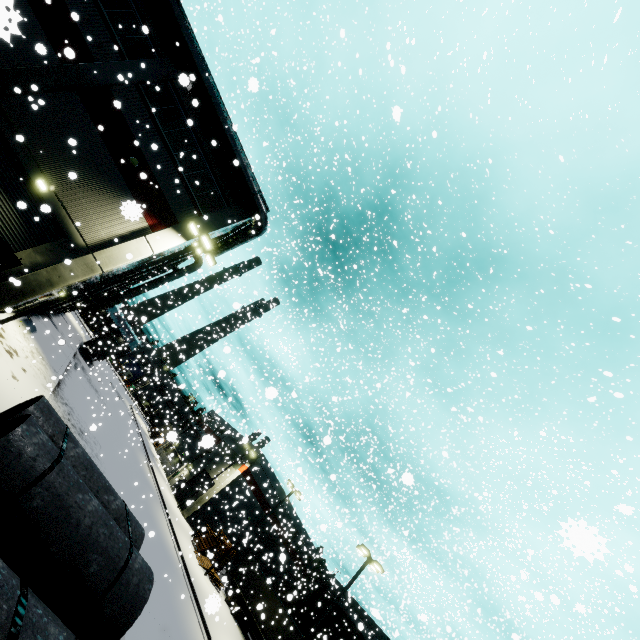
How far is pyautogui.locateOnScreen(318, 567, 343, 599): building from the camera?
36.1m

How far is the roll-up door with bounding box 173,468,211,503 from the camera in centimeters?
4040cm

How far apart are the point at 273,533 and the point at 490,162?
48.46m

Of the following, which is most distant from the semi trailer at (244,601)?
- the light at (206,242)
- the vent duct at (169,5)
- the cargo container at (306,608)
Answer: the light at (206,242)

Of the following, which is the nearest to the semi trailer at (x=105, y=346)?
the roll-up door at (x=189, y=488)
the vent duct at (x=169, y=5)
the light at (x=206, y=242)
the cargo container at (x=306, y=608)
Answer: the cargo container at (x=306, y=608)

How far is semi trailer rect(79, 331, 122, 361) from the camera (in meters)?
39.06

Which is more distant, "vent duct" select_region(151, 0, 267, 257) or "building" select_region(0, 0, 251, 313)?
"vent duct" select_region(151, 0, 267, 257)
